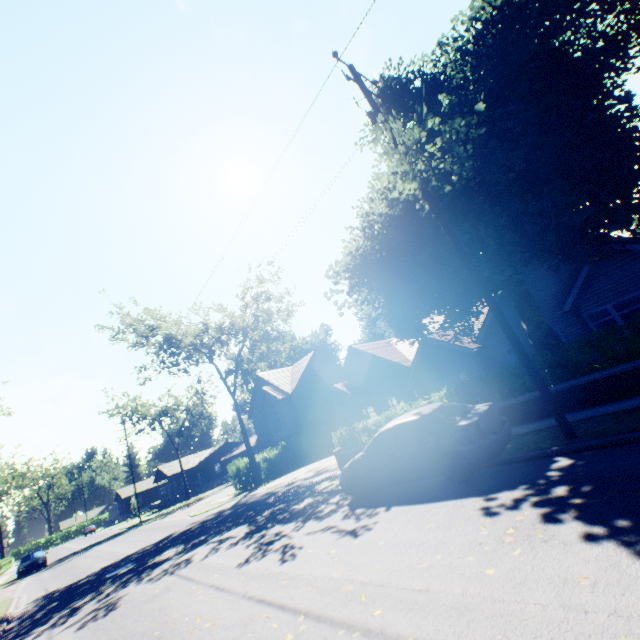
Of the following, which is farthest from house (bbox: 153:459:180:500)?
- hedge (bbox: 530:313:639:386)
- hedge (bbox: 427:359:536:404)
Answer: hedge (bbox: 427:359:536:404)

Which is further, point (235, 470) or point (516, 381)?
point (235, 470)

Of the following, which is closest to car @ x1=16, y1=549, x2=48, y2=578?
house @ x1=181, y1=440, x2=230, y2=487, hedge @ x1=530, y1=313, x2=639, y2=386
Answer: hedge @ x1=530, y1=313, x2=639, y2=386

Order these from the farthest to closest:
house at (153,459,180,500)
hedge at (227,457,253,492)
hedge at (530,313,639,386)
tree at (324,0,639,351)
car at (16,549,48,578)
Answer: house at (153,459,180,500), car at (16,549,48,578), hedge at (227,457,253,492), hedge at (530,313,639,386), tree at (324,0,639,351)

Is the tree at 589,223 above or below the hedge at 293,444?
above

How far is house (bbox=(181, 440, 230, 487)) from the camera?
55.7m

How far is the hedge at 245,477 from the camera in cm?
2473
